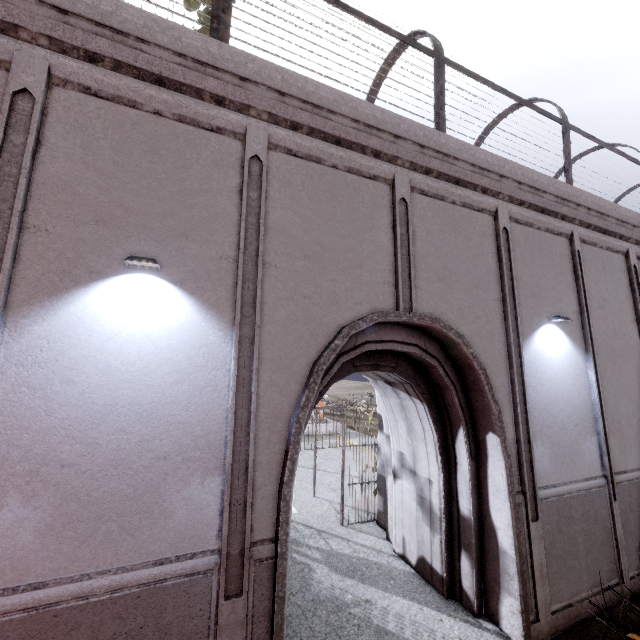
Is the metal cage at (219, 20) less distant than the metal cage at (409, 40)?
Yes

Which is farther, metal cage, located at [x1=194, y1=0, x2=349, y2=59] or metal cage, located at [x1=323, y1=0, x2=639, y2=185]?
metal cage, located at [x1=323, y1=0, x2=639, y2=185]

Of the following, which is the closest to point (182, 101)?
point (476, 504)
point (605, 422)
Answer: point (476, 504)
